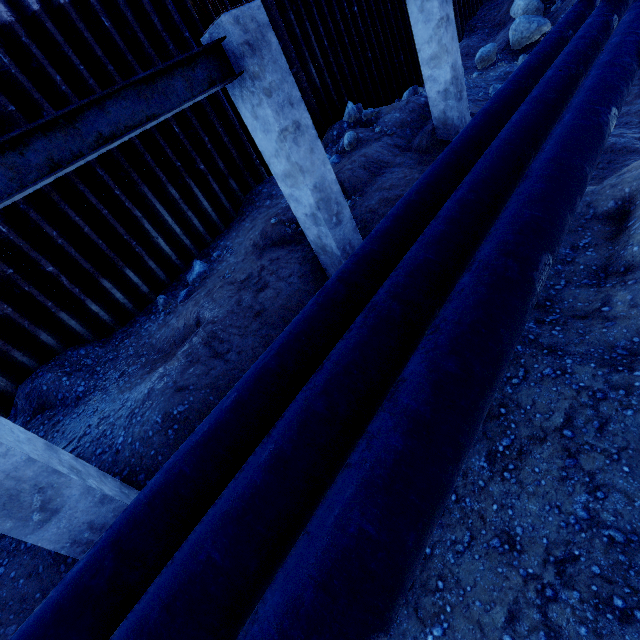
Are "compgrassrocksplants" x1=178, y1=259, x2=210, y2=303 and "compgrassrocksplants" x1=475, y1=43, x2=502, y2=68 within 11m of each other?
no

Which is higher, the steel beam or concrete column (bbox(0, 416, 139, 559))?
the steel beam

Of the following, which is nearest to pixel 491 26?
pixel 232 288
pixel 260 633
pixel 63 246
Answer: pixel 232 288

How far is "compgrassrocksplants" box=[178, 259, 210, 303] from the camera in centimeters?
682cm

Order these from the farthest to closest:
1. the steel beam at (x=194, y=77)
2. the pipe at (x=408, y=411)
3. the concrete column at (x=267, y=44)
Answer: the concrete column at (x=267, y=44)
the steel beam at (x=194, y=77)
the pipe at (x=408, y=411)

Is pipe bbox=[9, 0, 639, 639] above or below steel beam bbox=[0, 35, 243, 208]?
below

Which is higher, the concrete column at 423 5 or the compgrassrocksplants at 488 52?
the concrete column at 423 5

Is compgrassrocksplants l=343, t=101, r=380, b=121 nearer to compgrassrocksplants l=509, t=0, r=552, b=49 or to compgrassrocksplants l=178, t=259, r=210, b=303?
compgrassrocksplants l=178, t=259, r=210, b=303
